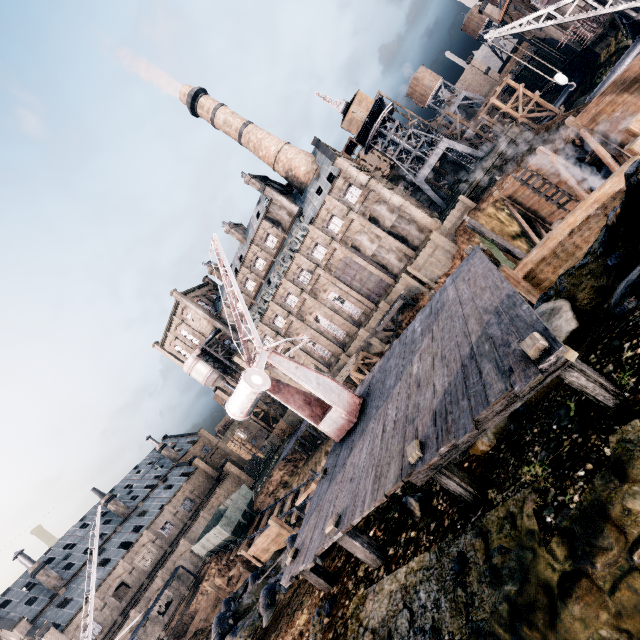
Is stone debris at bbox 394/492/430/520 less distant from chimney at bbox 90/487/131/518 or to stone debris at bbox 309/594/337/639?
stone debris at bbox 309/594/337/639

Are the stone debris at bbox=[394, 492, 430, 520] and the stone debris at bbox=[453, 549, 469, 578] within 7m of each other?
yes

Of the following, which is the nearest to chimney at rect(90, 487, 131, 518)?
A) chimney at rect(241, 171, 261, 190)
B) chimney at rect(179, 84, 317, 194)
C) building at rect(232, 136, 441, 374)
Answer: building at rect(232, 136, 441, 374)

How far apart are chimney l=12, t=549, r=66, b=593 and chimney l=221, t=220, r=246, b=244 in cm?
5476

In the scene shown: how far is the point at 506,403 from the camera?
5.0 meters

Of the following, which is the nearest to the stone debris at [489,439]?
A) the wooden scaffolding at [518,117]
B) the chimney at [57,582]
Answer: the wooden scaffolding at [518,117]

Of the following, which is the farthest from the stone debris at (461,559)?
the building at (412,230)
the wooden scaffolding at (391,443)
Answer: the building at (412,230)

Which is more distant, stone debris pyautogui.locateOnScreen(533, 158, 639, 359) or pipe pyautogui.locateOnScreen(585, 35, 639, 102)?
pipe pyautogui.locateOnScreen(585, 35, 639, 102)
